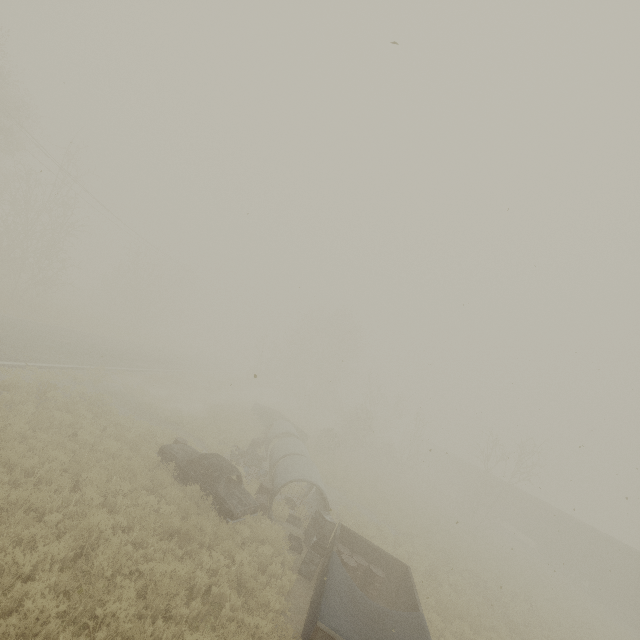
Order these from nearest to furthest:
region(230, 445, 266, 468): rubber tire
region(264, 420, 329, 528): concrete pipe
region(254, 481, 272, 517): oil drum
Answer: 1. region(254, 481, 272, 517): oil drum
2. region(264, 420, 329, 528): concrete pipe
3. region(230, 445, 266, 468): rubber tire

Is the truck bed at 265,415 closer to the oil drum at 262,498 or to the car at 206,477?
the oil drum at 262,498

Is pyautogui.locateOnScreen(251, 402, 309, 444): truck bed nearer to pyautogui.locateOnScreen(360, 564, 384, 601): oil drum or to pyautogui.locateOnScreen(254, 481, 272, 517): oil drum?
pyautogui.locateOnScreen(254, 481, 272, 517): oil drum

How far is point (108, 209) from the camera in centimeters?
2947cm

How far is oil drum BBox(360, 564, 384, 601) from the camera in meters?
10.7 m

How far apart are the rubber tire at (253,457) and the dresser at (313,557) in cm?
535

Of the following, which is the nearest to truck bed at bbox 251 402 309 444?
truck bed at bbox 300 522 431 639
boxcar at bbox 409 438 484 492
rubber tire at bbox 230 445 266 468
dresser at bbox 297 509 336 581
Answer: rubber tire at bbox 230 445 266 468

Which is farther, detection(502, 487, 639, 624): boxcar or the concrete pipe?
detection(502, 487, 639, 624): boxcar
